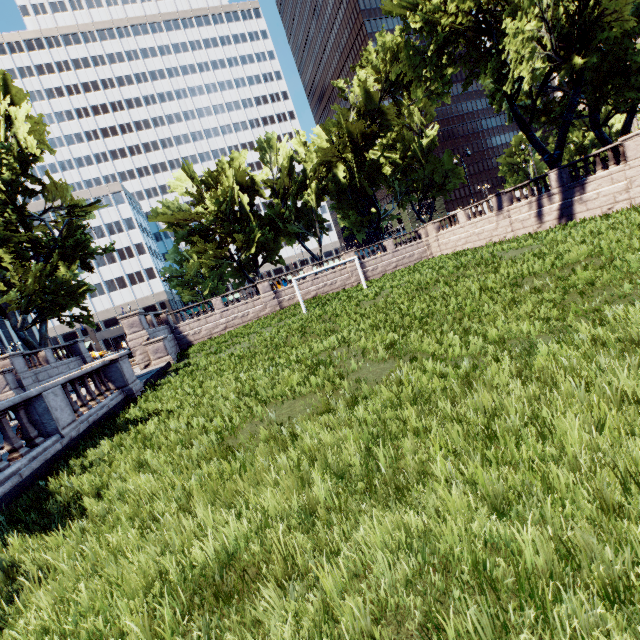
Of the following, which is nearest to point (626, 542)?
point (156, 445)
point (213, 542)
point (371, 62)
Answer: point (213, 542)

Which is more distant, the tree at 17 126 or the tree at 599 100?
the tree at 17 126

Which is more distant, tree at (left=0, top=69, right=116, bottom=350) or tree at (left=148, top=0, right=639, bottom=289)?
tree at (left=0, top=69, right=116, bottom=350)
